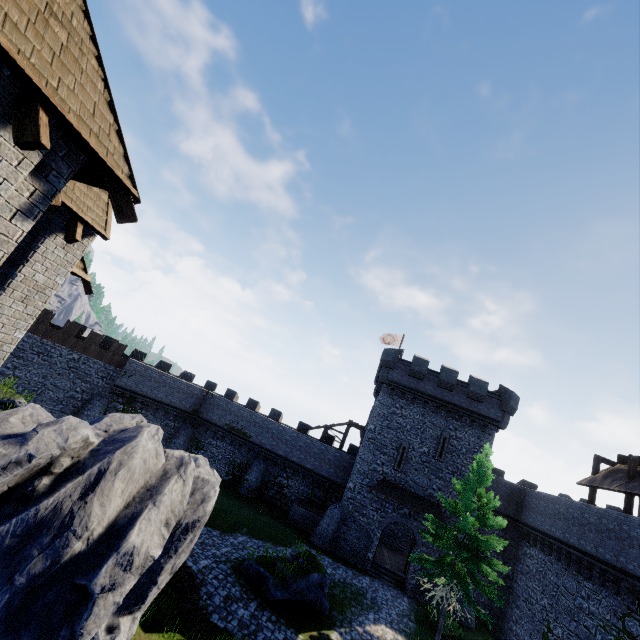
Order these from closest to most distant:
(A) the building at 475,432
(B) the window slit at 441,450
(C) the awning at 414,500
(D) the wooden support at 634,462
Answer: (D) the wooden support at 634,462 → (C) the awning at 414,500 → (A) the building at 475,432 → (B) the window slit at 441,450

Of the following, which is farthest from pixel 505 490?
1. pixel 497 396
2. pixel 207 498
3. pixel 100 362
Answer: pixel 100 362

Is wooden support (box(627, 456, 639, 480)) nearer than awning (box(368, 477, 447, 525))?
Yes

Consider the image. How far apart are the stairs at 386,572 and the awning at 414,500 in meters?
4.4

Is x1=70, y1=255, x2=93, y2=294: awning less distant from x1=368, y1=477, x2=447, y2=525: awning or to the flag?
x1=368, y1=477, x2=447, y2=525: awning

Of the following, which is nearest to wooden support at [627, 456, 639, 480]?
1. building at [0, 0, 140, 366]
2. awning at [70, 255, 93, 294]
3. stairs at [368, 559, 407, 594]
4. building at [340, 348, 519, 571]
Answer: building at [340, 348, 519, 571]

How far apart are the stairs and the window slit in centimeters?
876cm

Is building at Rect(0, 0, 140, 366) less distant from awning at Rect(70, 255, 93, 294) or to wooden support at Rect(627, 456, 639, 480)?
awning at Rect(70, 255, 93, 294)
